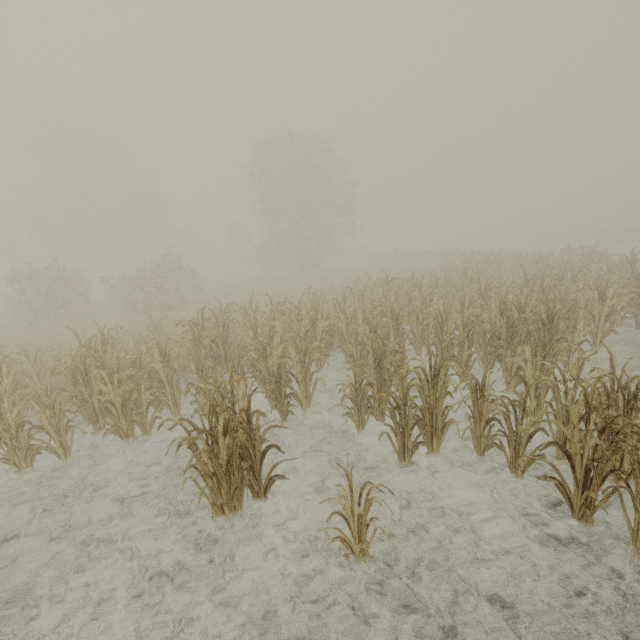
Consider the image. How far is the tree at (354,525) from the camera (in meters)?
3.29

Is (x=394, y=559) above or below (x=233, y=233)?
below

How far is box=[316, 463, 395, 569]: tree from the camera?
3.3m
